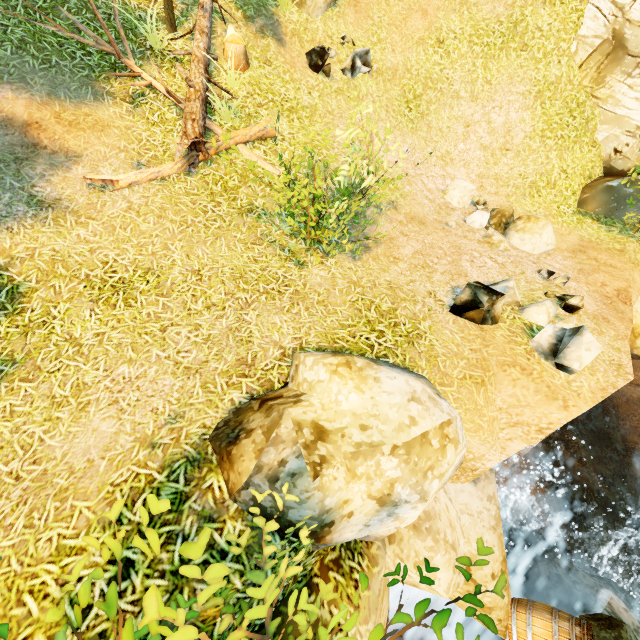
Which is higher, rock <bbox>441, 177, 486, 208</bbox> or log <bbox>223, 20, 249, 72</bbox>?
log <bbox>223, 20, 249, 72</bbox>

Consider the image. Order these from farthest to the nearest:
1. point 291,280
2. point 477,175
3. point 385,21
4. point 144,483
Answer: point 477,175
point 385,21
point 291,280
point 144,483

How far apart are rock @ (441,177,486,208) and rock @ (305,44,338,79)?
4.3m

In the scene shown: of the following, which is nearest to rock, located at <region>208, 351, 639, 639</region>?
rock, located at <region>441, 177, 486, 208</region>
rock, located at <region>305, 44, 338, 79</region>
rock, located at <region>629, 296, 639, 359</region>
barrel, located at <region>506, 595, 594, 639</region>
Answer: barrel, located at <region>506, 595, 594, 639</region>

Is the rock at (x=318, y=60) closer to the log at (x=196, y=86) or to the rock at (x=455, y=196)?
the log at (x=196, y=86)

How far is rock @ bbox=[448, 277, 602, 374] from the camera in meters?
4.6

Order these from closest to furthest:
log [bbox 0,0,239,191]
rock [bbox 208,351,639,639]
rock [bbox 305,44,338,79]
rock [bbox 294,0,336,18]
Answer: rock [bbox 208,351,639,639] → log [bbox 0,0,239,191] → rock [bbox 305,44,338,79] → rock [bbox 294,0,336,18]

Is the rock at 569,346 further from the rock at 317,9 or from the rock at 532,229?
the rock at 317,9
